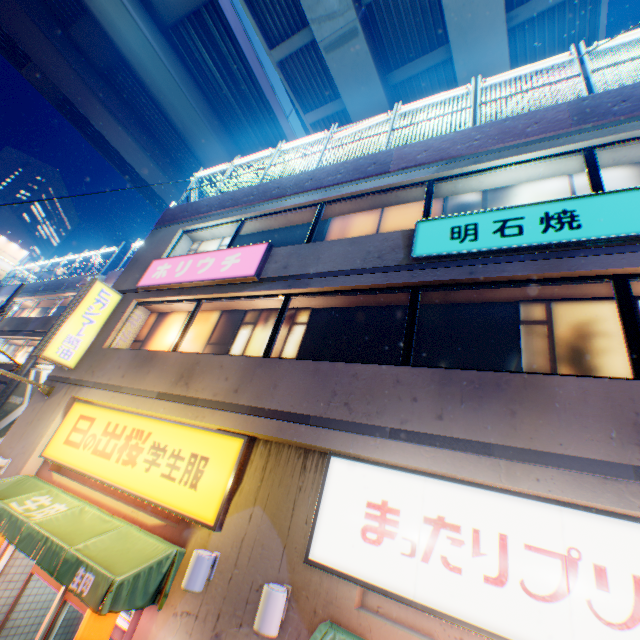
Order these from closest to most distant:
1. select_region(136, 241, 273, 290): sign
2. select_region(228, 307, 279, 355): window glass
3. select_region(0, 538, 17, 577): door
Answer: select_region(0, 538, 17, 577): door < select_region(228, 307, 279, 355): window glass < select_region(136, 241, 273, 290): sign

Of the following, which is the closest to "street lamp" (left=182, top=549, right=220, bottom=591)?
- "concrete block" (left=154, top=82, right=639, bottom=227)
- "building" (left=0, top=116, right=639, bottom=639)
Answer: "building" (left=0, top=116, right=639, bottom=639)

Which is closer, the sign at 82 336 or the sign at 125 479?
the sign at 125 479

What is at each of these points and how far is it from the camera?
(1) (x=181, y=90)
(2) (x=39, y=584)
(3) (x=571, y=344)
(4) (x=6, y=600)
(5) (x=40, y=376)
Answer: (1) overpass support, 20.12m
(2) building, 7.20m
(3) window glass, 4.64m
(4) building, 6.71m
(5) billboard, 14.54m

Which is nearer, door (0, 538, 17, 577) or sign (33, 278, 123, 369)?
door (0, 538, 17, 577)

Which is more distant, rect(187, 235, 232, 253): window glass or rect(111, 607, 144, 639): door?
rect(187, 235, 232, 253): window glass

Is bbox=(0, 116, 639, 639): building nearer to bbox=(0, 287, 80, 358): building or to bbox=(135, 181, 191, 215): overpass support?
bbox=(0, 287, 80, 358): building

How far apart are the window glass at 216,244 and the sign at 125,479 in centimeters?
440cm
